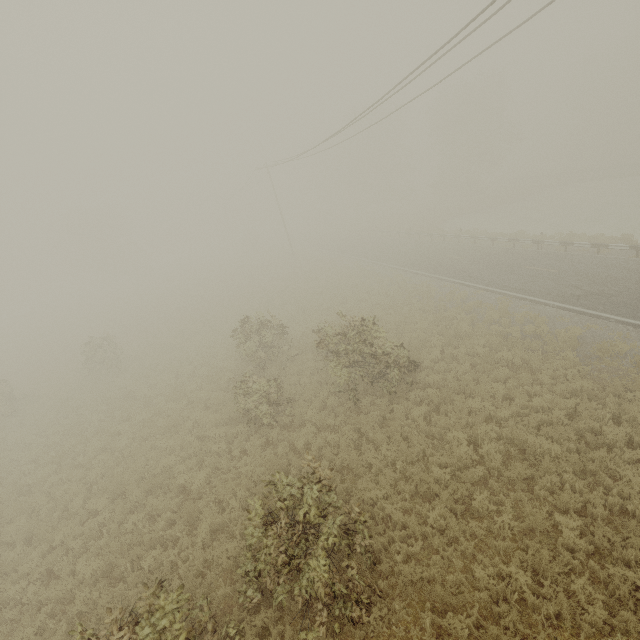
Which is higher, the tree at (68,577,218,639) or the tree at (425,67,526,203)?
the tree at (425,67,526,203)

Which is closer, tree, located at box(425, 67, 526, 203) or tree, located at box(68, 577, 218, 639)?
tree, located at box(68, 577, 218, 639)

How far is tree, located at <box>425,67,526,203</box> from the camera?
43.5 meters

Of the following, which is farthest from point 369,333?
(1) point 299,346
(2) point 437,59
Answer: (2) point 437,59

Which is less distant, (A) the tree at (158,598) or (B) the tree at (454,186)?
(A) the tree at (158,598)

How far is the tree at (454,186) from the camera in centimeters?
4353cm
